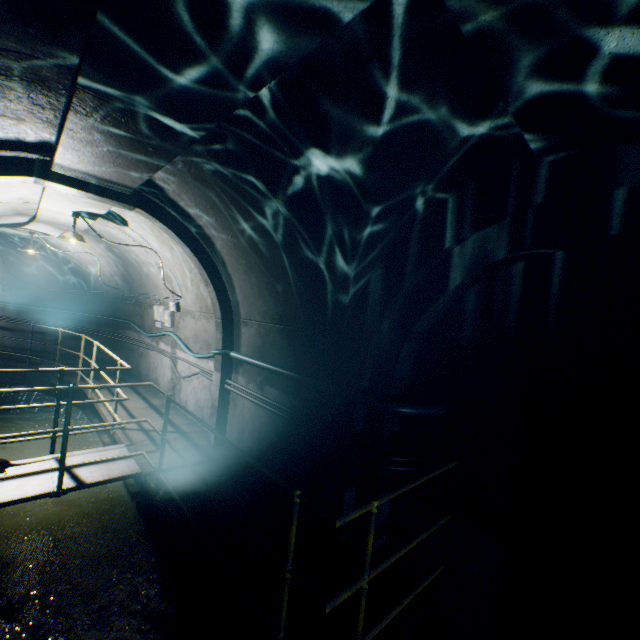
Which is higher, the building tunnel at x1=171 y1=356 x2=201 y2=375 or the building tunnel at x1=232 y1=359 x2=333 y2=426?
the building tunnel at x1=232 y1=359 x2=333 y2=426

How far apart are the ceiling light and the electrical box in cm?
216

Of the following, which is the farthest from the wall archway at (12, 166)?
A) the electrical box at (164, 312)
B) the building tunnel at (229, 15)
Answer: the electrical box at (164, 312)

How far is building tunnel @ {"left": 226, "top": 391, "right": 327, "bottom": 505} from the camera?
4.0m

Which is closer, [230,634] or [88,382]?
[230,634]

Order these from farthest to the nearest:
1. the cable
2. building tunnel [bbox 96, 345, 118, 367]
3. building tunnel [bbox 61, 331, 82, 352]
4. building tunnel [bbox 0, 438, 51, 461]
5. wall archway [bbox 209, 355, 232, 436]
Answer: building tunnel [bbox 61, 331, 82, 352]
building tunnel [bbox 96, 345, 118, 367]
building tunnel [bbox 0, 438, 51, 461]
wall archway [bbox 209, 355, 232, 436]
the cable

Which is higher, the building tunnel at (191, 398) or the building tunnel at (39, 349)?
the building tunnel at (191, 398)

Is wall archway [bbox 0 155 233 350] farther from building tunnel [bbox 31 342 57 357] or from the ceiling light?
the ceiling light
